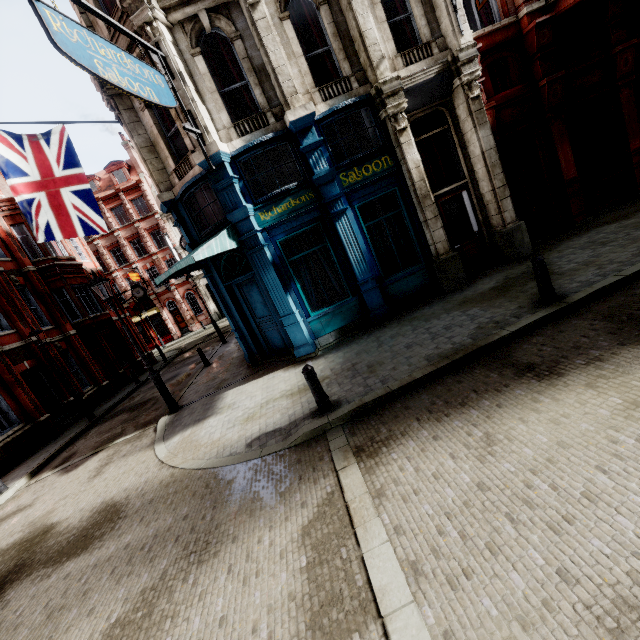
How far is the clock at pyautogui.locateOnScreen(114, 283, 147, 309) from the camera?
25.5 meters

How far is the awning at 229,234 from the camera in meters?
8.1

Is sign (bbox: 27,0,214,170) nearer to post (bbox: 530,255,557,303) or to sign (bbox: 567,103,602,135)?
sign (bbox: 567,103,602,135)

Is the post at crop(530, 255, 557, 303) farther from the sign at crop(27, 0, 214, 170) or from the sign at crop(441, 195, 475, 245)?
the sign at crop(27, 0, 214, 170)

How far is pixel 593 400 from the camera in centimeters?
385cm

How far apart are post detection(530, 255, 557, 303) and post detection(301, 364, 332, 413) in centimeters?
472cm

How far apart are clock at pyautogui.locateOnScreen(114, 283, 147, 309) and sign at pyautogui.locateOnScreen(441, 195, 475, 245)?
23.5 meters

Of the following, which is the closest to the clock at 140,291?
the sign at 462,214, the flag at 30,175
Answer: the flag at 30,175
